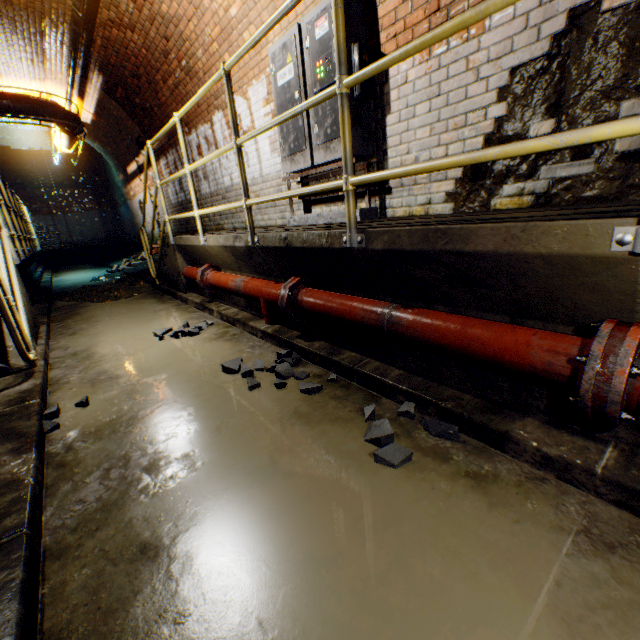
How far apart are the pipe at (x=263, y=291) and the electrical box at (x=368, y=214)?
1.0m

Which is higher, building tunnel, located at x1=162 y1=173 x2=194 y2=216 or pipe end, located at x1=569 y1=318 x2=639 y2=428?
building tunnel, located at x1=162 y1=173 x2=194 y2=216

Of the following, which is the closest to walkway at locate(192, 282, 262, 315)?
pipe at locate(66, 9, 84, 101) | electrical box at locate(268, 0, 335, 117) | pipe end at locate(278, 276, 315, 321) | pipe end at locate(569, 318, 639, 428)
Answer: pipe end at locate(278, 276, 315, 321)

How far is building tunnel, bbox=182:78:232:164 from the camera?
5.2m

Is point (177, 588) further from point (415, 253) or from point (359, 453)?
point (415, 253)

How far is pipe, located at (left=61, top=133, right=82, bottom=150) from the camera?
8.36m

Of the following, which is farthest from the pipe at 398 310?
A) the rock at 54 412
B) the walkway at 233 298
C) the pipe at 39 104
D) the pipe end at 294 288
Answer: the pipe at 39 104

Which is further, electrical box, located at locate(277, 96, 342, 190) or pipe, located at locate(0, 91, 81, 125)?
pipe, located at locate(0, 91, 81, 125)
